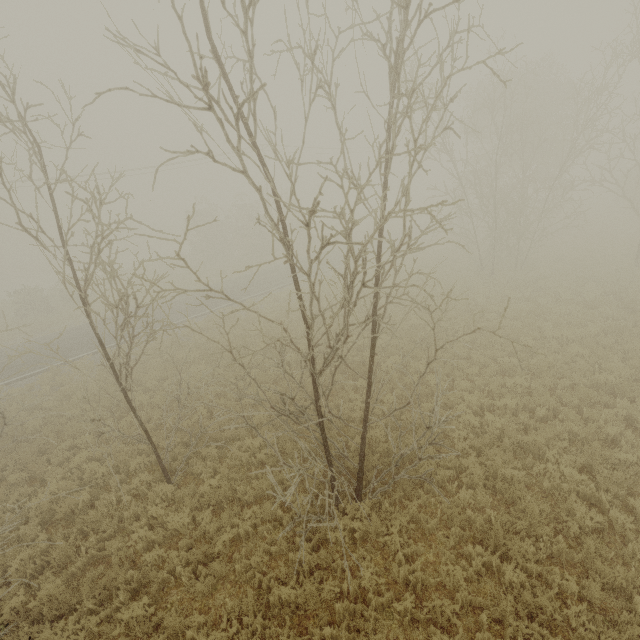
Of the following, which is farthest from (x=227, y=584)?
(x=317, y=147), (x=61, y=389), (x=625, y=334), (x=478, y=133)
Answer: (x=317, y=147)
